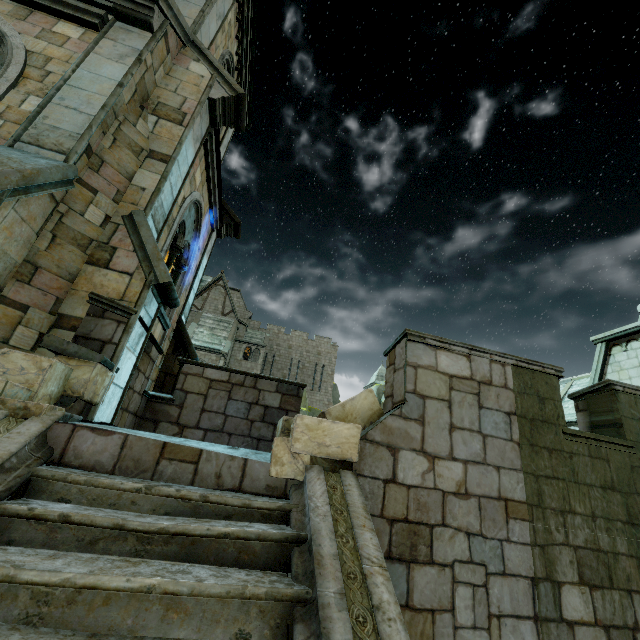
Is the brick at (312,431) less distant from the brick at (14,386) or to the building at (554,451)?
the building at (554,451)

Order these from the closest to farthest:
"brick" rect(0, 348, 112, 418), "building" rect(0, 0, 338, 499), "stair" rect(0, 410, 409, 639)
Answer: "stair" rect(0, 410, 409, 639) → "brick" rect(0, 348, 112, 418) → "building" rect(0, 0, 338, 499)

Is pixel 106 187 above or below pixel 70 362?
above

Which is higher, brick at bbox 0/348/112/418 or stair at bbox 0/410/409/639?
brick at bbox 0/348/112/418

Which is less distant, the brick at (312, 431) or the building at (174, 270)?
the brick at (312, 431)

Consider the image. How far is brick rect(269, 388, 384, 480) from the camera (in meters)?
3.13

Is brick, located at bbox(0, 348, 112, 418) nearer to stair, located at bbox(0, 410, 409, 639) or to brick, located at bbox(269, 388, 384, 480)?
stair, located at bbox(0, 410, 409, 639)

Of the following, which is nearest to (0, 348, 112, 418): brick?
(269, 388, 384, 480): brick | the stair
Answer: the stair
